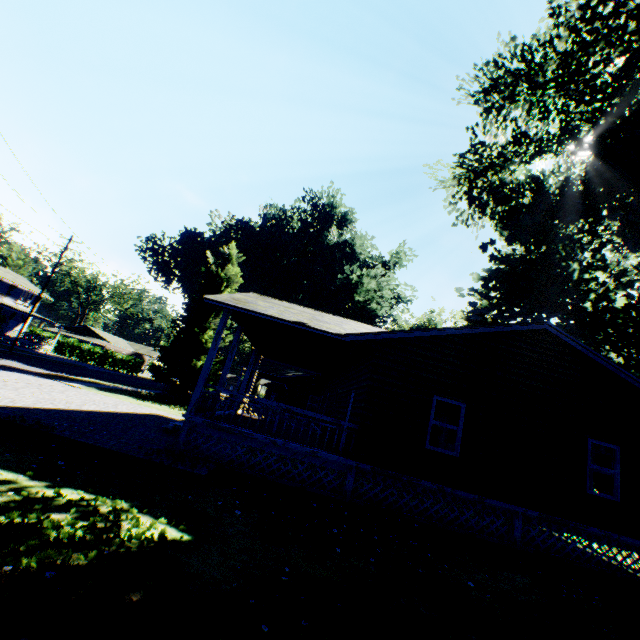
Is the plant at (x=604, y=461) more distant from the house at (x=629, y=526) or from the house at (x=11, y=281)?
the house at (x=11, y=281)

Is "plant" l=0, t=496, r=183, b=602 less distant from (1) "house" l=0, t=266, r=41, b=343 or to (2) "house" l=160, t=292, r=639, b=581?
(2) "house" l=160, t=292, r=639, b=581

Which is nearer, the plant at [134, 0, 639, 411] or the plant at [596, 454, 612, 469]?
the plant at [134, 0, 639, 411]

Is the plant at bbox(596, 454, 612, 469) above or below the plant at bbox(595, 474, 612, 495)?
above

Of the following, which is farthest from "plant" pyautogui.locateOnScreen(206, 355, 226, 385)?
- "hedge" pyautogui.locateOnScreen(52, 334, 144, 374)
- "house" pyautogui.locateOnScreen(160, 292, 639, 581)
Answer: "hedge" pyautogui.locateOnScreen(52, 334, 144, 374)

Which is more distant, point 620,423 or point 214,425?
point 620,423

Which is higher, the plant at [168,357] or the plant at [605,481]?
the plant at [168,357]
